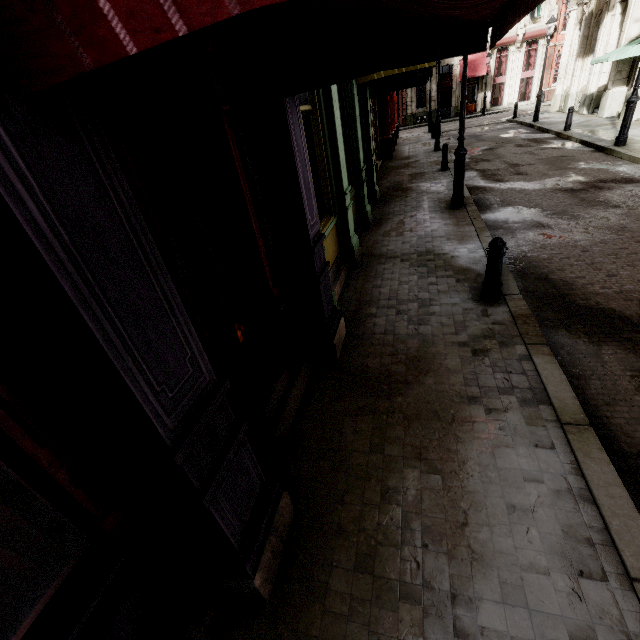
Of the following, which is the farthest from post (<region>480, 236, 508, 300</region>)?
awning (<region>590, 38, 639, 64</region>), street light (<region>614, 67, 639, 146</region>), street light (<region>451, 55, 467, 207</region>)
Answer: awning (<region>590, 38, 639, 64</region>)

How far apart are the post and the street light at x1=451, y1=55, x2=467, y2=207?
4.69m

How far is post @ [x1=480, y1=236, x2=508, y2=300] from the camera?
4.6m

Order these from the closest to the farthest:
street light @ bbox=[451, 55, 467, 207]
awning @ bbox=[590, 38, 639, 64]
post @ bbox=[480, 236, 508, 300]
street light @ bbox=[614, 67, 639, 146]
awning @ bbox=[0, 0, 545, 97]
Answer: awning @ bbox=[0, 0, 545, 97] < post @ bbox=[480, 236, 508, 300] < street light @ bbox=[451, 55, 467, 207] < street light @ bbox=[614, 67, 639, 146] < awning @ bbox=[590, 38, 639, 64]

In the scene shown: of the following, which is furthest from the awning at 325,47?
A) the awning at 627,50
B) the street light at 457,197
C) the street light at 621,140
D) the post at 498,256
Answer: the awning at 627,50

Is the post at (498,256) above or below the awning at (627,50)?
below

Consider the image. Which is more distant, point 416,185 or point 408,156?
point 408,156
